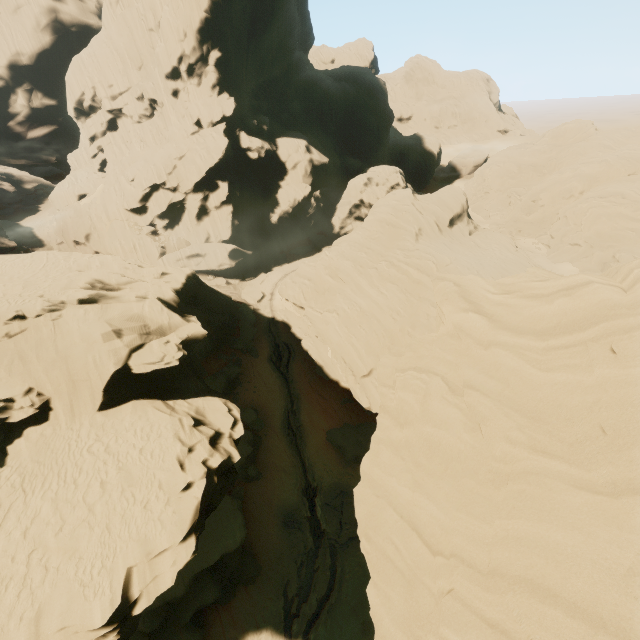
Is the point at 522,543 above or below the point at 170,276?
above
